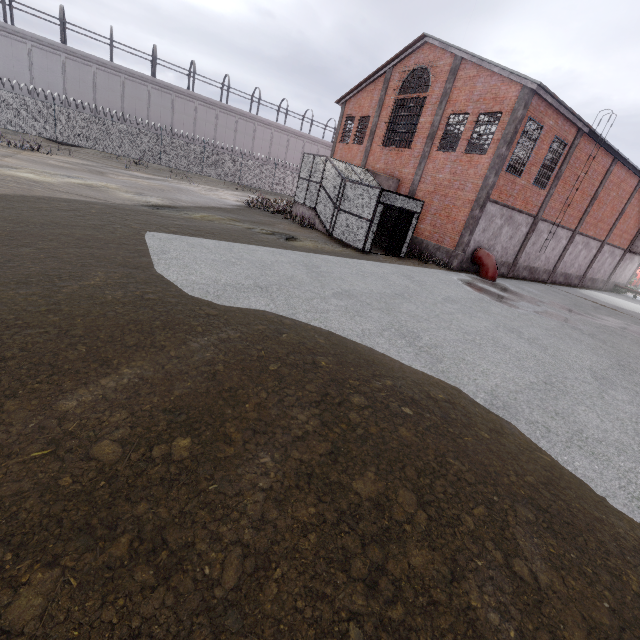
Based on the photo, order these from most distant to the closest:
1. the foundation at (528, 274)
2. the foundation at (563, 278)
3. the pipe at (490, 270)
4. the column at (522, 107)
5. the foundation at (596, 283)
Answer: the foundation at (596, 283), the foundation at (563, 278), the foundation at (528, 274), the pipe at (490, 270), the column at (522, 107)

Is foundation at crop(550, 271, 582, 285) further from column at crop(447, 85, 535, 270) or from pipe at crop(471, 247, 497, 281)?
column at crop(447, 85, 535, 270)

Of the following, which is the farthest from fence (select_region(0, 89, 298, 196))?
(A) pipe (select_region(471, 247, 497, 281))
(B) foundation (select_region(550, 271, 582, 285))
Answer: (A) pipe (select_region(471, 247, 497, 281))

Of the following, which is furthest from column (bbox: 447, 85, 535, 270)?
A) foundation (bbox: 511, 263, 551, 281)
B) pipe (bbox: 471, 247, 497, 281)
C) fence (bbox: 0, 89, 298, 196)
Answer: fence (bbox: 0, 89, 298, 196)

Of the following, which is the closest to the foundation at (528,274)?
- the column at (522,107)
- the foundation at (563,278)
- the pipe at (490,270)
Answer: the foundation at (563,278)

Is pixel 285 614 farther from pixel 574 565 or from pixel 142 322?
pixel 142 322

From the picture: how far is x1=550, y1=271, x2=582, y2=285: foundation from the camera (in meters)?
25.34

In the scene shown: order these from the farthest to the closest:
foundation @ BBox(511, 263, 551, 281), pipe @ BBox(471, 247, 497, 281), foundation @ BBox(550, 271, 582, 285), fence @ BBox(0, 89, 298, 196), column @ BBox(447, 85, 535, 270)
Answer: fence @ BBox(0, 89, 298, 196)
foundation @ BBox(550, 271, 582, 285)
foundation @ BBox(511, 263, 551, 281)
pipe @ BBox(471, 247, 497, 281)
column @ BBox(447, 85, 535, 270)
